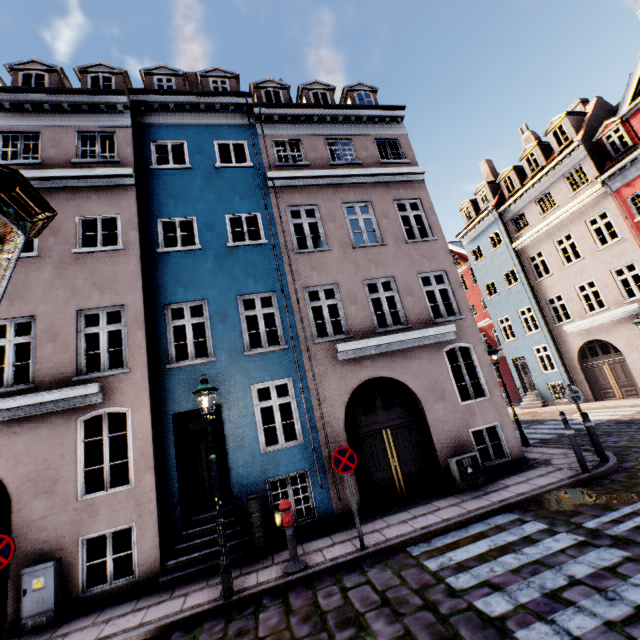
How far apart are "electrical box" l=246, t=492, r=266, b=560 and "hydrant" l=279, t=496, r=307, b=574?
0.9m

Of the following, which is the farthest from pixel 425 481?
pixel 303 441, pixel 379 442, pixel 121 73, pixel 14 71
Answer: pixel 14 71

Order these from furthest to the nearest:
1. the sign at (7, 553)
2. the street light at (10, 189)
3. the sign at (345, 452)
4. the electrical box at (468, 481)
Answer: the electrical box at (468, 481), the sign at (345, 452), the sign at (7, 553), the street light at (10, 189)

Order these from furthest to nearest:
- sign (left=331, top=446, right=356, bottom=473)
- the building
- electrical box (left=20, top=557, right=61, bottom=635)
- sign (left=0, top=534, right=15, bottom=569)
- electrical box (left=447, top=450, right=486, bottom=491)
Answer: electrical box (left=447, top=450, right=486, bottom=491), the building, sign (left=331, top=446, right=356, bottom=473), electrical box (left=20, top=557, right=61, bottom=635), sign (left=0, top=534, right=15, bottom=569)

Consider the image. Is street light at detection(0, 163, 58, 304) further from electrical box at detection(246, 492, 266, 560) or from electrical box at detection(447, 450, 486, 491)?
electrical box at detection(447, 450, 486, 491)

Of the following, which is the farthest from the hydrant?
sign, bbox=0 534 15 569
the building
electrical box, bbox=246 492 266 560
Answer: sign, bbox=0 534 15 569

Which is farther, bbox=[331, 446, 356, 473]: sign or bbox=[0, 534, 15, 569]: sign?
bbox=[331, 446, 356, 473]: sign

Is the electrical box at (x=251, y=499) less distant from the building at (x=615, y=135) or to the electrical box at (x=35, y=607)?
the building at (x=615, y=135)
